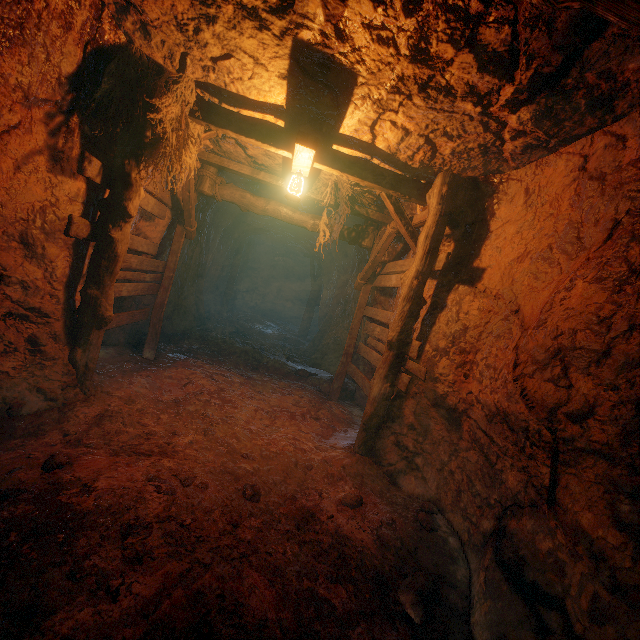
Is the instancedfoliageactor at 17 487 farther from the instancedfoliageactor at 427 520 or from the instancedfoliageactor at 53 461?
the instancedfoliageactor at 427 520

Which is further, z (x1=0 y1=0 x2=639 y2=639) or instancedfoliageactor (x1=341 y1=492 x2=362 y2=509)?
instancedfoliageactor (x1=341 y1=492 x2=362 y2=509)

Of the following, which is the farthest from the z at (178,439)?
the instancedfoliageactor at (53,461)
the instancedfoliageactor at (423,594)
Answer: the instancedfoliageactor at (53,461)

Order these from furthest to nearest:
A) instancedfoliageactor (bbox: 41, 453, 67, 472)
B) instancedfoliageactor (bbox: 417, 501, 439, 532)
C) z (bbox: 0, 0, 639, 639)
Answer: instancedfoliageactor (bbox: 417, 501, 439, 532)
instancedfoliageactor (bbox: 41, 453, 67, 472)
z (bbox: 0, 0, 639, 639)

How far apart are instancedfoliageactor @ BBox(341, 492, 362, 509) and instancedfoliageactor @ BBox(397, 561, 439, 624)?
0.78m

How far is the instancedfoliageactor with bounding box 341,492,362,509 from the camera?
3.6m

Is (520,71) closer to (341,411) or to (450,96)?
(450,96)

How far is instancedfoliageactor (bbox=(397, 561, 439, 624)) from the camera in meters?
2.6
